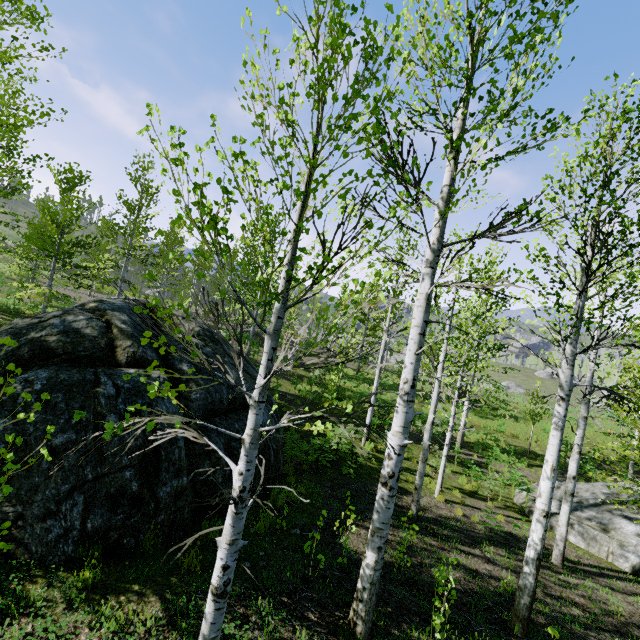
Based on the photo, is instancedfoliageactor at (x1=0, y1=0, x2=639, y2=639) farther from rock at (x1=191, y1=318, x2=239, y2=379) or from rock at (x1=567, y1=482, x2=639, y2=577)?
rock at (x1=191, y1=318, x2=239, y2=379)

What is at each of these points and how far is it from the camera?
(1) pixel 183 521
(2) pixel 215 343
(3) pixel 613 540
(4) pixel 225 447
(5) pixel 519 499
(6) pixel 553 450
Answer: (1) rock, 5.4m
(2) rock, 10.4m
(3) rock, 10.3m
(4) rock, 6.5m
(5) rock, 13.0m
(6) instancedfoliageactor, 5.4m

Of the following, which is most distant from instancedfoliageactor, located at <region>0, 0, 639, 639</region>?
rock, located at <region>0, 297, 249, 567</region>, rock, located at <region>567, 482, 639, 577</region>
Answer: rock, located at <region>0, 297, 249, 567</region>

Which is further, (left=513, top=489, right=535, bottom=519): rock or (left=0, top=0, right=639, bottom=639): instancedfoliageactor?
(left=513, top=489, right=535, bottom=519): rock

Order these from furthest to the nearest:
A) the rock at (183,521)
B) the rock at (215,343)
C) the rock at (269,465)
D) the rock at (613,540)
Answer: the rock at (613,540)
the rock at (215,343)
the rock at (269,465)
the rock at (183,521)

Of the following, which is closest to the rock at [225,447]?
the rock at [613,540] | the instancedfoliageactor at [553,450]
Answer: the rock at [613,540]

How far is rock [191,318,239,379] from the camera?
9.0m

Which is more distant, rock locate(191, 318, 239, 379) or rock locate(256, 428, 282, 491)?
rock locate(191, 318, 239, 379)
